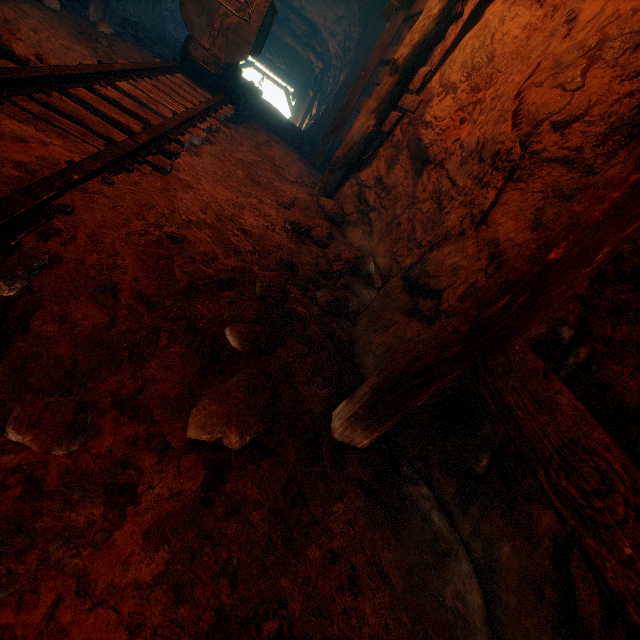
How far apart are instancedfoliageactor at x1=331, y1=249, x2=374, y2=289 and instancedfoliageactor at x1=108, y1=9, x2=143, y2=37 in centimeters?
692cm

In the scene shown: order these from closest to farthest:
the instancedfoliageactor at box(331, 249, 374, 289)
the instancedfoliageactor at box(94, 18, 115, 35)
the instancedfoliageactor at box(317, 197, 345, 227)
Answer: the instancedfoliageactor at box(331, 249, 374, 289) < the instancedfoliageactor at box(317, 197, 345, 227) < the instancedfoliageactor at box(94, 18, 115, 35)

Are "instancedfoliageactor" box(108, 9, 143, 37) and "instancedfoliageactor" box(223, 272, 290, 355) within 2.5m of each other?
no

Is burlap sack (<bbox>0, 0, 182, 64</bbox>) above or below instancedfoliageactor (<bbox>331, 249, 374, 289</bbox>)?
above

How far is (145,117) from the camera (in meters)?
2.93

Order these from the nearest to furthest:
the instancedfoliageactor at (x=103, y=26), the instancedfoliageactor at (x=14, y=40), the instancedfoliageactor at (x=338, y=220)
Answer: the instancedfoliageactor at (x=14, y=40) → the instancedfoliageactor at (x=338, y=220) → the instancedfoliageactor at (x=103, y=26)

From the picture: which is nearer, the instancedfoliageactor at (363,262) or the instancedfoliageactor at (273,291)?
Answer: the instancedfoliageactor at (273,291)

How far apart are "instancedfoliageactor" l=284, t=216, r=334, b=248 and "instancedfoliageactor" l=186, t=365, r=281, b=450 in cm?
108
